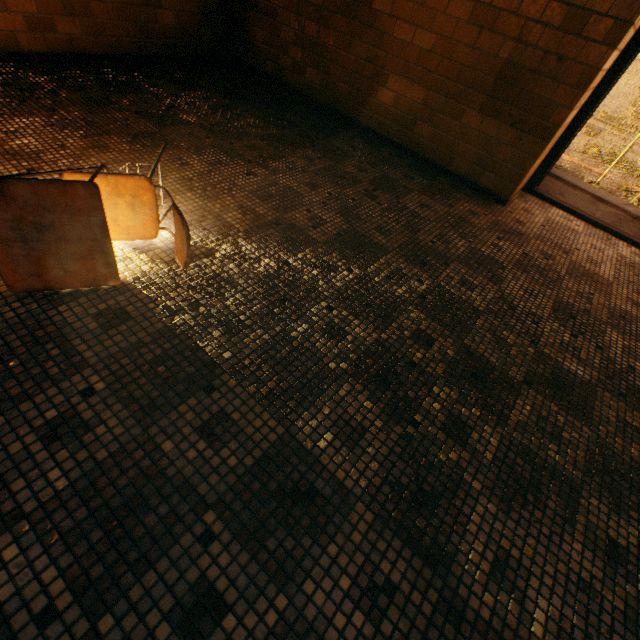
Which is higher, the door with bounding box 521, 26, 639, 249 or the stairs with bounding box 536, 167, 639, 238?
the door with bounding box 521, 26, 639, 249

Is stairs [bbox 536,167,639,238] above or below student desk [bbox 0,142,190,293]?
below

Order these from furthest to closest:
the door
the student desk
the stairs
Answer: the stairs
the door
the student desk

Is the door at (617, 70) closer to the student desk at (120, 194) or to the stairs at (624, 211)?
the stairs at (624, 211)

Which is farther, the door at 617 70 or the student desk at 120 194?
the door at 617 70

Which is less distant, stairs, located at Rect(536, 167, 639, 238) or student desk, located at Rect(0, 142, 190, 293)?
student desk, located at Rect(0, 142, 190, 293)

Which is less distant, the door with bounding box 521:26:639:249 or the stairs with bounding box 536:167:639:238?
the door with bounding box 521:26:639:249

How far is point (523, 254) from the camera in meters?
3.0 m
